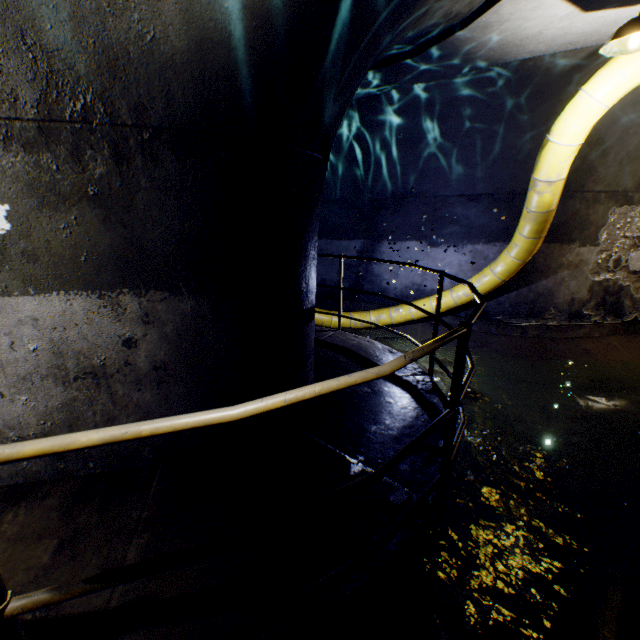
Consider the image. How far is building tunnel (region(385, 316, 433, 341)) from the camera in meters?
7.2

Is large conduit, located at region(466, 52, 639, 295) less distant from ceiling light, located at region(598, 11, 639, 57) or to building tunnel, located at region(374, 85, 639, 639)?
building tunnel, located at region(374, 85, 639, 639)

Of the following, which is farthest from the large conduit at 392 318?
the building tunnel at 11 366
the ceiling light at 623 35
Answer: the ceiling light at 623 35

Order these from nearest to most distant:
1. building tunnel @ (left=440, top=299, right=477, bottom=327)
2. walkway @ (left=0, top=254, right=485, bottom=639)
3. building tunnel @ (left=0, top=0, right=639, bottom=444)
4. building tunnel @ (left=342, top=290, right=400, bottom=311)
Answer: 1. walkway @ (left=0, top=254, right=485, bottom=639)
2. building tunnel @ (left=0, top=0, right=639, bottom=444)
3. building tunnel @ (left=440, top=299, right=477, bottom=327)
4. building tunnel @ (left=342, top=290, right=400, bottom=311)

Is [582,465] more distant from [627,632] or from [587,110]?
[587,110]

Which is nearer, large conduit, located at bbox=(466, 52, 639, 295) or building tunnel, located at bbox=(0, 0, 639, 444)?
building tunnel, located at bbox=(0, 0, 639, 444)

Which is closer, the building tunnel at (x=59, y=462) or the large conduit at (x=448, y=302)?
the building tunnel at (x=59, y=462)
